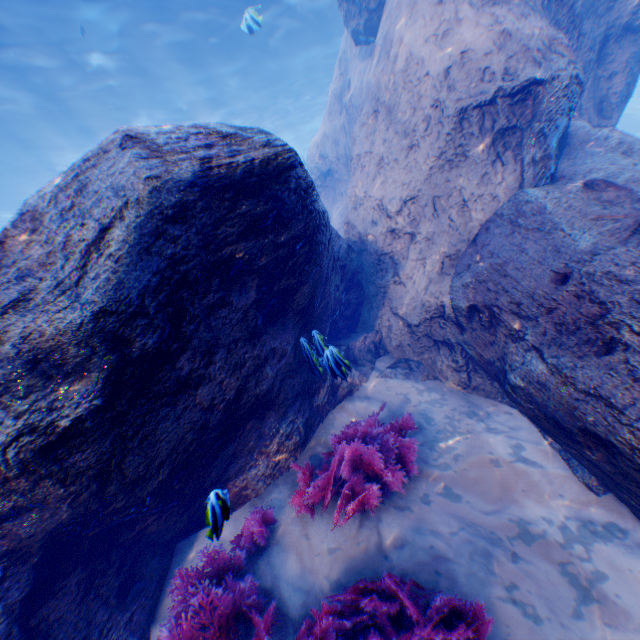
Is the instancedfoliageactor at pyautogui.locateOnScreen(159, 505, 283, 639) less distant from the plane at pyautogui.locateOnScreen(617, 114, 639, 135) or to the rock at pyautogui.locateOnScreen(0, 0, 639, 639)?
the rock at pyautogui.locateOnScreen(0, 0, 639, 639)

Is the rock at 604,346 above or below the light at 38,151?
below

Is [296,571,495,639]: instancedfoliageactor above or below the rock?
below

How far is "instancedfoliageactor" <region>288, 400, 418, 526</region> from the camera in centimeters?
326cm

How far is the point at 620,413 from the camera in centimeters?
262cm

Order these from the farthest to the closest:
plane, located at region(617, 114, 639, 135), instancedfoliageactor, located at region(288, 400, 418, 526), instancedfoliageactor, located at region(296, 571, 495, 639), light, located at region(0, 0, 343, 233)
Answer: plane, located at region(617, 114, 639, 135) < light, located at region(0, 0, 343, 233) < instancedfoliageactor, located at region(288, 400, 418, 526) < instancedfoliageactor, located at region(296, 571, 495, 639)

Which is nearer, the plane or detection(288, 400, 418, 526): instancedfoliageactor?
detection(288, 400, 418, 526): instancedfoliageactor

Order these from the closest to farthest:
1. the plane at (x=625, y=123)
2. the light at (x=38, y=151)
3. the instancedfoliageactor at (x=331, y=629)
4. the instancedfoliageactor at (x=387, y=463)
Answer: the instancedfoliageactor at (x=331, y=629) < the instancedfoliageactor at (x=387, y=463) < the light at (x=38, y=151) < the plane at (x=625, y=123)
